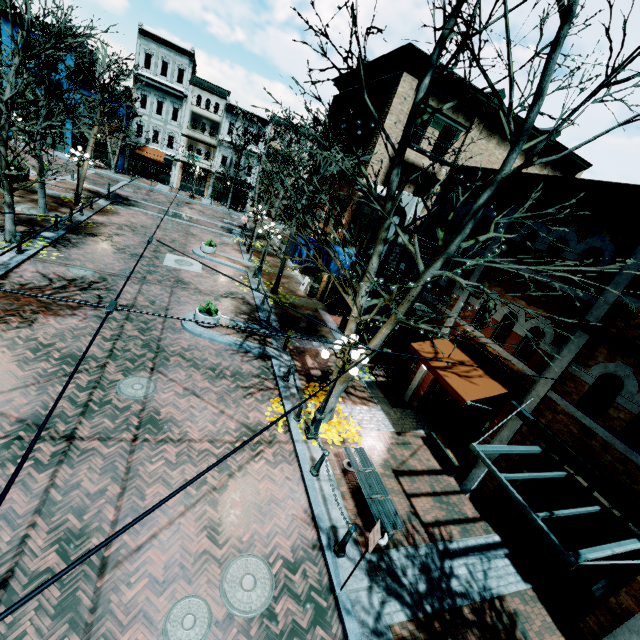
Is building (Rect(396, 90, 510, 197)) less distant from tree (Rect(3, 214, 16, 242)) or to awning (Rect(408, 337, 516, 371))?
awning (Rect(408, 337, 516, 371))

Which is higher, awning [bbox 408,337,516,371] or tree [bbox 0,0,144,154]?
tree [bbox 0,0,144,154]

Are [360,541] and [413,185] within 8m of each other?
no

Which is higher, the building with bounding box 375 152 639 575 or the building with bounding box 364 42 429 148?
the building with bounding box 364 42 429 148

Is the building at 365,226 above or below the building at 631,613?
above

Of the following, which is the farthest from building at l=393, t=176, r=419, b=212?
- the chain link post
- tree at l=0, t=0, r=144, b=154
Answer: the chain link post

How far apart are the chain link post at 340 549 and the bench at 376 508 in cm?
A: 80

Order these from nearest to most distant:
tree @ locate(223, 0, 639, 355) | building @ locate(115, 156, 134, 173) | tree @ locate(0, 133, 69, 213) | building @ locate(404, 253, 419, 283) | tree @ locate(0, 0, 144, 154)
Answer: tree @ locate(223, 0, 639, 355) → tree @ locate(0, 0, 144, 154) → tree @ locate(0, 133, 69, 213) → building @ locate(404, 253, 419, 283) → building @ locate(115, 156, 134, 173)
